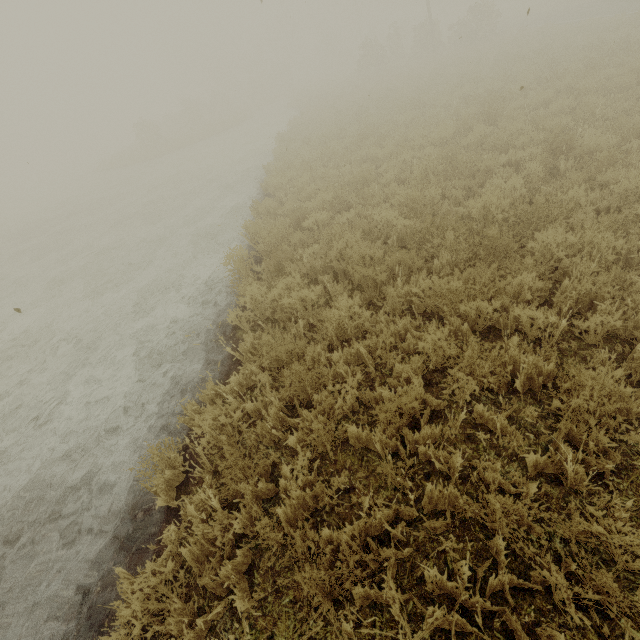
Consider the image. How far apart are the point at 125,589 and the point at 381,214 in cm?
631
